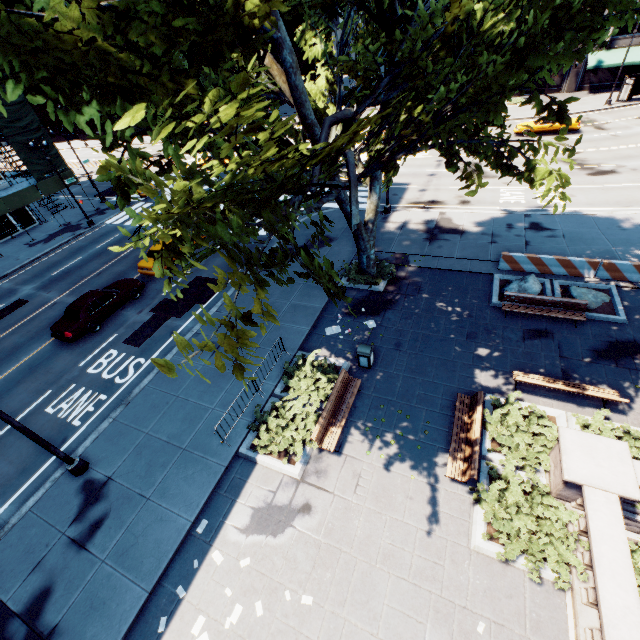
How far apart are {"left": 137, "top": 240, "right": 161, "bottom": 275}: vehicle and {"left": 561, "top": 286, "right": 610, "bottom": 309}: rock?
21.93m

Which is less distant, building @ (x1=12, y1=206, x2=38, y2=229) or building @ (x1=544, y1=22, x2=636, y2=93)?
building @ (x1=12, y1=206, x2=38, y2=229)

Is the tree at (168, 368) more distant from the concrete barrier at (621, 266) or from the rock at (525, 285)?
the rock at (525, 285)

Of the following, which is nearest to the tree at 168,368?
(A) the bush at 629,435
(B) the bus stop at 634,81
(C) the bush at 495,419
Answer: (B) the bus stop at 634,81

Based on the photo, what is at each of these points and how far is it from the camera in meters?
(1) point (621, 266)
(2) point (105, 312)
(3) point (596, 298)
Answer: (1) concrete barrier, 14.2
(2) vehicle, 17.9
(3) rock, 13.9

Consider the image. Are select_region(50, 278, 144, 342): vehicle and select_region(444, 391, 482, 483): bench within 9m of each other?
no

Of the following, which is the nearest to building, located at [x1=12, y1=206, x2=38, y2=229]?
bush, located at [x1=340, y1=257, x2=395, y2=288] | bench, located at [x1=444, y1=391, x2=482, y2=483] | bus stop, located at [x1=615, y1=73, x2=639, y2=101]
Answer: bush, located at [x1=340, y1=257, x2=395, y2=288]

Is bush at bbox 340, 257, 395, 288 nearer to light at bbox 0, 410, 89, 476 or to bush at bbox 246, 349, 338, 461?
bush at bbox 246, 349, 338, 461
